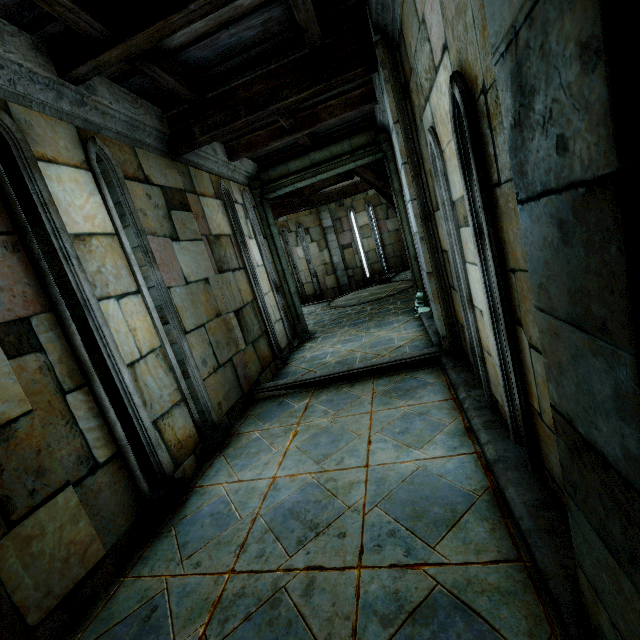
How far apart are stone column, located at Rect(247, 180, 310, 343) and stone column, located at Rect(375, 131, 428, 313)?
2.6 meters

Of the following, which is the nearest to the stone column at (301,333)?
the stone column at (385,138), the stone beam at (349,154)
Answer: the stone beam at (349,154)

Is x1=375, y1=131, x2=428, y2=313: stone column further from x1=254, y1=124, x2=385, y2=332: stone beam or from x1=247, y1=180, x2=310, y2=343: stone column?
x1=247, y1=180, x2=310, y2=343: stone column

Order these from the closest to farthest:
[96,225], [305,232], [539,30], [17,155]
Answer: Answer: [539,30] < [17,155] < [96,225] < [305,232]

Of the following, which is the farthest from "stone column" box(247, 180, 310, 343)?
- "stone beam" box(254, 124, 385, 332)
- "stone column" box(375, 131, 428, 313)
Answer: "stone column" box(375, 131, 428, 313)

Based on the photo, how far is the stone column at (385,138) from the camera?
6.7m

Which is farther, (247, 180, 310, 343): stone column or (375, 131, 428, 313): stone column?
(247, 180, 310, 343): stone column

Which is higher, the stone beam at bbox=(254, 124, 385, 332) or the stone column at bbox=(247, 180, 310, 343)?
the stone beam at bbox=(254, 124, 385, 332)
